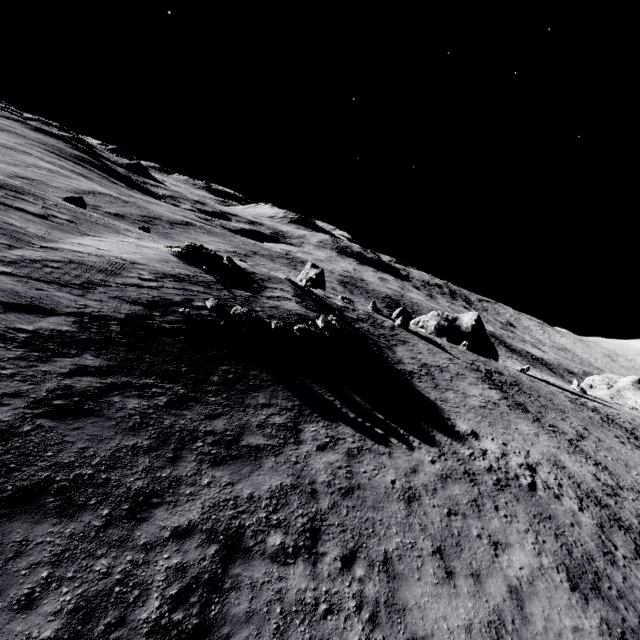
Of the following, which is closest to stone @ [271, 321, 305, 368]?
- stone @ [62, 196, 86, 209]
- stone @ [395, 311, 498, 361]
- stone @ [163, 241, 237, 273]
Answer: stone @ [163, 241, 237, 273]

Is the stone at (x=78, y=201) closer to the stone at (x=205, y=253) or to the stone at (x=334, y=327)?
the stone at (x=205, y=253)

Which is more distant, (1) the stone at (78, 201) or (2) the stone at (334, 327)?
(1) the stone at (78, 201)

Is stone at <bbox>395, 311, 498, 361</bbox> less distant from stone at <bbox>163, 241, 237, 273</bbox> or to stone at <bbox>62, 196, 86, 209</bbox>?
stone at <bbox>163, 241, 237, 273</bbox>

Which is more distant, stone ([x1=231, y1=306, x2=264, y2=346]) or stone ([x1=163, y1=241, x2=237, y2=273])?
stone ([x1=163, y1=241, x2=237, y2=273])

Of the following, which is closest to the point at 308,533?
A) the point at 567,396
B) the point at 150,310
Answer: the point at 150,310

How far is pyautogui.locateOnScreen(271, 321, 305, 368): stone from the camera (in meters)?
16.67

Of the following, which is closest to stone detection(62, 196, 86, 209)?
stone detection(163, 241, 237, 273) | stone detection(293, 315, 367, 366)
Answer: stone detection(163, 241, 237, 273)
